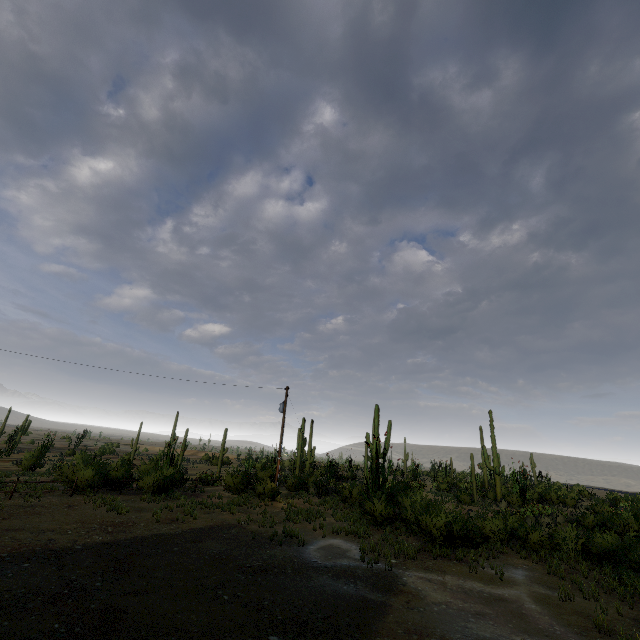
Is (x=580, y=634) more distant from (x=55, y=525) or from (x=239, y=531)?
(x=55, y=525)
